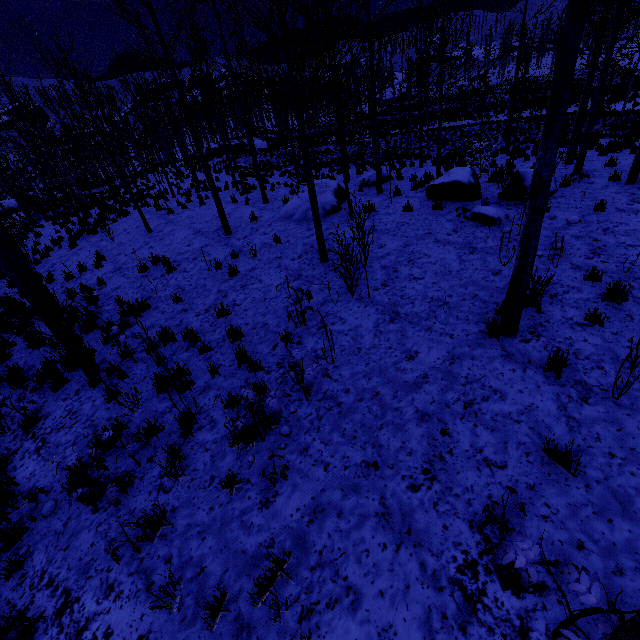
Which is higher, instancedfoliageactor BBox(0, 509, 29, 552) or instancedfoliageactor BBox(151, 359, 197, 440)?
instancedfoliageactor BBox(151, 359, 197, 440)

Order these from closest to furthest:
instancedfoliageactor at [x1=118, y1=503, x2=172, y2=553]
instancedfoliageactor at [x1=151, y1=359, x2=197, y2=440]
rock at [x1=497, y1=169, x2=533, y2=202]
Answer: instancedfoliageactor at [x1=118, y1=503, x2=172, y2=553], instancedfoliageactor at [x1=151, y1=359, x2=197, y2=440], rock at [x1=497, y1=169, x2=533, y2=202]

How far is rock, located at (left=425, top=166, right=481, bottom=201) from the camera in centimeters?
985cm

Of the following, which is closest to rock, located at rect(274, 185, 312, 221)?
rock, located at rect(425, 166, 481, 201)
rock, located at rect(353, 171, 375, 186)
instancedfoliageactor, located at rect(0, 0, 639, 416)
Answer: instancedfoliageactor, located at rect(0, 0, 639, 416)

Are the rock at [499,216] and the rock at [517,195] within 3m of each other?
yes

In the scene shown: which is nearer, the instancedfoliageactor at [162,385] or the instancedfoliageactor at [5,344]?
the instancedfoliageactor at [162,385]

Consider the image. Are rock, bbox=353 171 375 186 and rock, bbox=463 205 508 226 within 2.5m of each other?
no

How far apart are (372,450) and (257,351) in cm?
299
